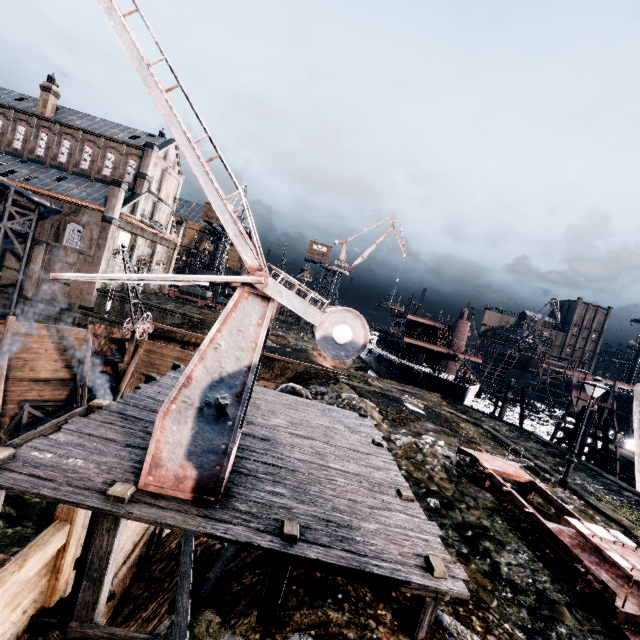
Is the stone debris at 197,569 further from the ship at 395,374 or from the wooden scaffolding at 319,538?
the ship at 395,374

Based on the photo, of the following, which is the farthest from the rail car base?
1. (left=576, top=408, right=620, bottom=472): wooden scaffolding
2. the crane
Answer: (left=576, top=408, right=620, bottom=472): wooden scaffolding

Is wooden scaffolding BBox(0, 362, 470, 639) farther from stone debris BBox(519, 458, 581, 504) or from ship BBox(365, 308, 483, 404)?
ship BBox(365, 308, 483, 404)

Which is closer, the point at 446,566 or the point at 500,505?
the point at 446,566

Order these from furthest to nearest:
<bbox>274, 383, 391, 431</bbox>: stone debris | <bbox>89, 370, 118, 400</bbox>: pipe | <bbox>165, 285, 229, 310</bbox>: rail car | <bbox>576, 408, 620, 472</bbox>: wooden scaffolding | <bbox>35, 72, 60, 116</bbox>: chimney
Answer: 1. <bbox>165, 285, 229, 310</bbox>: rail car
2. <bbox>35, 72, 60, 116</bbox>: chimney
3. <bbox>89, 370, 118, 400</bbox>: pipe
4. <bbox>576, 408, 620, 472</bbox>: wooden scaffolding
5. <bbox>274, 383, 391, 431</bbox>: stone debris

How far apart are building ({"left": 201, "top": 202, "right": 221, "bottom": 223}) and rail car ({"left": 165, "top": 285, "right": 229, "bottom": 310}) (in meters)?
12.83

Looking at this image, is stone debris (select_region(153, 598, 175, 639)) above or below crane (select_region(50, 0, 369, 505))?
below

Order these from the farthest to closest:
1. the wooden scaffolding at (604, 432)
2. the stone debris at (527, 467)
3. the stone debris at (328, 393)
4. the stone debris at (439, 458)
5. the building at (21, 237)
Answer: the building at (21, 237) < the wooden scaffolding at (604, 432) < the stone debris at (328, 393) < the stone debris at (527, 467) < the stone debris at (439, 458)
